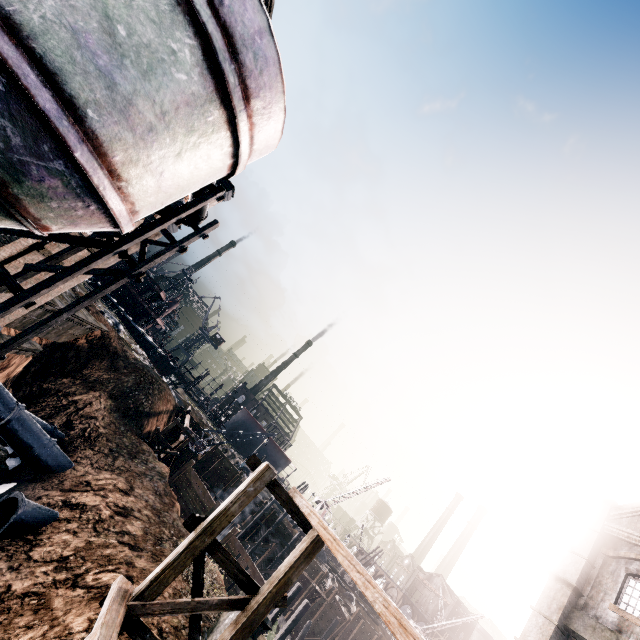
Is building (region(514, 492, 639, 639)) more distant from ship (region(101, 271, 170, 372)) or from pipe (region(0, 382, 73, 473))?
ship (region(101, 271, 170, 372))

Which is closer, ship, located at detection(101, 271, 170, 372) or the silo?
the silo

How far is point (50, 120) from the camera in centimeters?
543cm

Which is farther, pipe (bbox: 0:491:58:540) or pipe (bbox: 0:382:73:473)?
pipe (bbox: 0:382:73:473)

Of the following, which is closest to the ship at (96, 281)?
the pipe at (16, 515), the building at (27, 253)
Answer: the building at (27, 253)

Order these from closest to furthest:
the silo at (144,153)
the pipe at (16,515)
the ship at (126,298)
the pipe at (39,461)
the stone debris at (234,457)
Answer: the silo at (144,153)
the pipe at (16,515)
the pipe at (39,461)
the stone debris at (234,457)
the ship at (126,298)

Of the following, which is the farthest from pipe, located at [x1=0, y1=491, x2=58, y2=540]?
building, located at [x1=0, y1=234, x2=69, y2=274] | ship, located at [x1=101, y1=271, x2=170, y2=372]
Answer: ship, located at [x1=101, y1=271, x2=170, y2=372]

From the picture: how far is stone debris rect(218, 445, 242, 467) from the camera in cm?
4544
